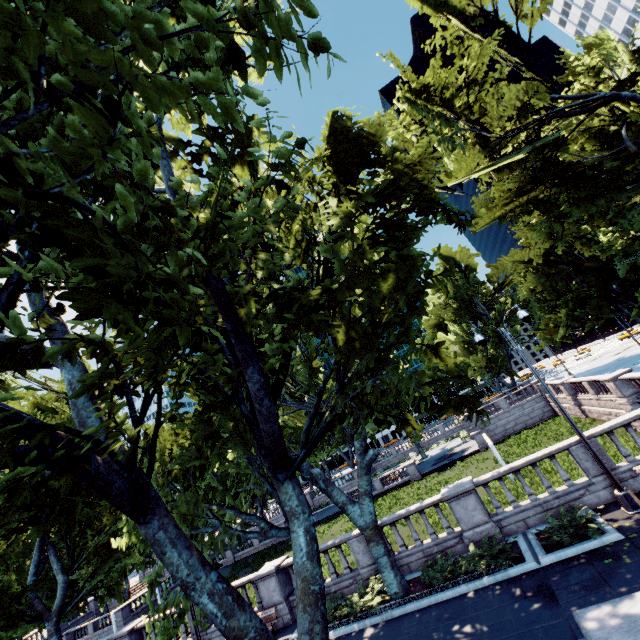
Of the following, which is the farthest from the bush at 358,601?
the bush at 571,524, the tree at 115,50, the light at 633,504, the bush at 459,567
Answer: the light at 633,504

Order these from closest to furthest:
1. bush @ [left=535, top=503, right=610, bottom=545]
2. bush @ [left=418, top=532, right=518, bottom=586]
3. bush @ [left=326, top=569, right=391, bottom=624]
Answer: bush @ [left=535, top=503, right=610, bottom=545] → bush @ [left=418, top=532, right=518, bottom=586] → bush @ [left=326, top=569, right=391, bottom=624]

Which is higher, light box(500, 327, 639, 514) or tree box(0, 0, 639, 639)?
tree box(0, 0, 639, 639)

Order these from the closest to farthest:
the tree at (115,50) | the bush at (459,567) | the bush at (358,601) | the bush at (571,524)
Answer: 1. the tree at (115,50)
2. the bush at (571,524)
3. the bush at (459,567)
4. the bush at (358,601)

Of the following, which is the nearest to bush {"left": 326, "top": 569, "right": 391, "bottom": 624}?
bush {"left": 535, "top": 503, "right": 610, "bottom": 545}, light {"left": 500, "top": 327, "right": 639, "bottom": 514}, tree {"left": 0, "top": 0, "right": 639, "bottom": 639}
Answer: tree {"left": 0, "top": 0, "right": 639, "bottom": 639}

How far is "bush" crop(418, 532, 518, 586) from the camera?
10.85m

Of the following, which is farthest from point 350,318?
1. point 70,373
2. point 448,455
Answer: point 448,455

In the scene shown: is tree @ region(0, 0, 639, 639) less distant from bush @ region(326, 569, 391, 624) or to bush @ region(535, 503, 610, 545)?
bush @ region(326, 569, 391, 624)
